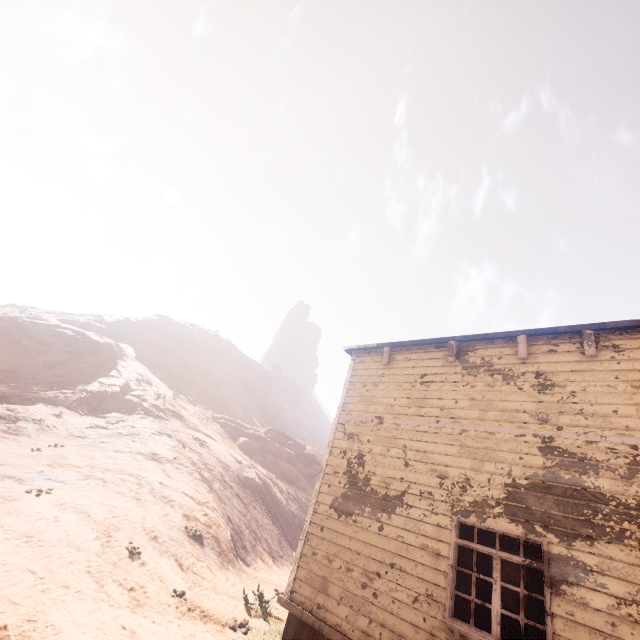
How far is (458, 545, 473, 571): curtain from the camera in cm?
543

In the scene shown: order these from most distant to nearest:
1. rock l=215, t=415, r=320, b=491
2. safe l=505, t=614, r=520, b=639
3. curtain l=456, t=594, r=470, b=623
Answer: rock l=215, t=415, r=320, b=491
safe l=505, t=614, r=520, b=639
curtain l=456, t=594, r=470, b=623

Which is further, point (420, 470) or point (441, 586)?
point (420, 470)

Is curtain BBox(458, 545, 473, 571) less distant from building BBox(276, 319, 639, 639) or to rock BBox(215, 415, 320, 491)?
building BBox(276, 319, 639, 639)

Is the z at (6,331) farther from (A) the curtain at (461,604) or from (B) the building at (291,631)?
(A) the curtain at (461,604)

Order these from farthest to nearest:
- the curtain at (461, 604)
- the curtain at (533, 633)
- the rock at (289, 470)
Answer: the rock at (289, 470) → the curtain at (461, 604) → the curtain at (533, 633)

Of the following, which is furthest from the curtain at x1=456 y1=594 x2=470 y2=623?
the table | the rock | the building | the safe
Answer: the rock

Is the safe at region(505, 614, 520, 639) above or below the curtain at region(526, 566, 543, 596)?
below
